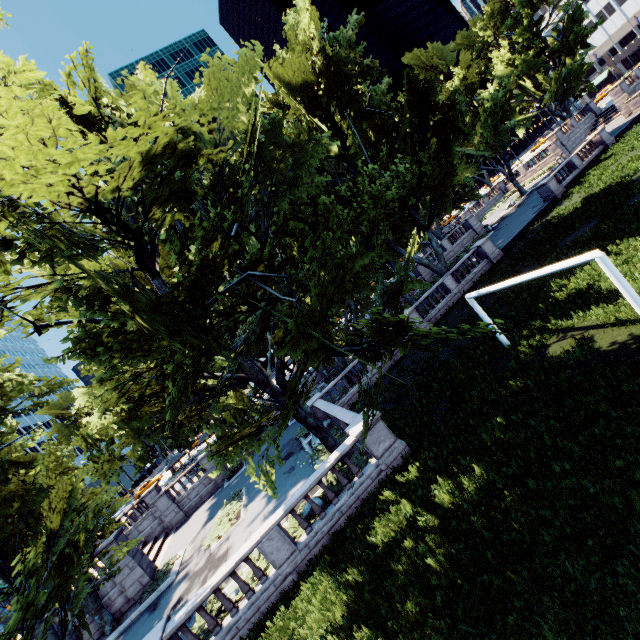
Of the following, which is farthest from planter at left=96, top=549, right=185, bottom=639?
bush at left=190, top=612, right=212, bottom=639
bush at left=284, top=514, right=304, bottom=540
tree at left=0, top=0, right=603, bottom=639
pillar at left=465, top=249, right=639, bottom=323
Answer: pillar at left=465, top=249, right=639, bottom=323

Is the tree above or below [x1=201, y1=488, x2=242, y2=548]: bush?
above

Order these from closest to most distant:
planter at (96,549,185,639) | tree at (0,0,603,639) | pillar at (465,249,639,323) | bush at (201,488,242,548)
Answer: tree at (0,0,603,639) → pillar at (465,249,639,323) → planter at (96,549,185,639) → bush at (201,488,242,548)

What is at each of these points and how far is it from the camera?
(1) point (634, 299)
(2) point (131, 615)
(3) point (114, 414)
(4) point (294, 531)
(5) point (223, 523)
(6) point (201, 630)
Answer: (1) pillar, 9.3m
(2) planter, 18.0m
(3) tree, 10.7m
(4) bush, 13.0m
(5) bush, 19.2m
(6) bush, 12.0m

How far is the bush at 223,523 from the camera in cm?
1859

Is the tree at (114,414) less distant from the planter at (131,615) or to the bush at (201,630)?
the planter at (131,615)

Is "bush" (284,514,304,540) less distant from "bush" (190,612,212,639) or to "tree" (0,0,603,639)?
"bush" (190,612,212,639)

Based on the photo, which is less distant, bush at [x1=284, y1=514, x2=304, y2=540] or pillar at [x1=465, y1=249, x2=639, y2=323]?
pillar at [x1=465, y1=249, x2=639, y2=323]
